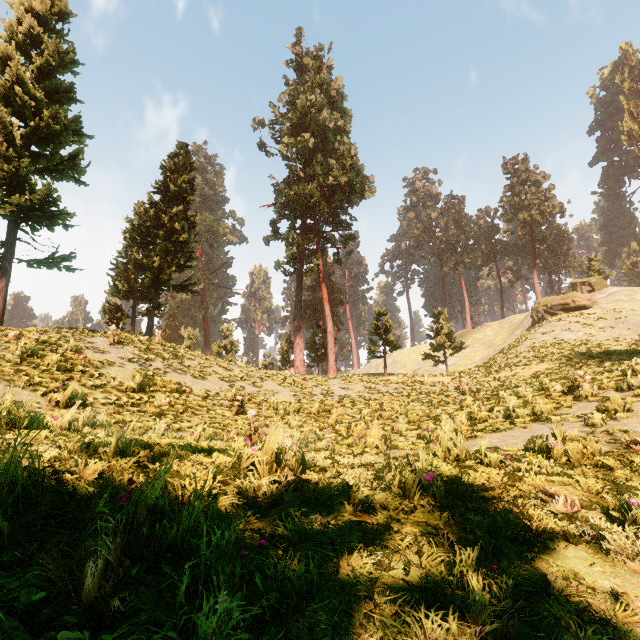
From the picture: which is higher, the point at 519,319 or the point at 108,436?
the point at 519,319

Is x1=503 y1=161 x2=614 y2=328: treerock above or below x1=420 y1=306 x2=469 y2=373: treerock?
above

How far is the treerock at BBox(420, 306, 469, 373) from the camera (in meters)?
36.00

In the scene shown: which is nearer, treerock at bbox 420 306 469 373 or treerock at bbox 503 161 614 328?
treerock at bbox 503 161 614 328

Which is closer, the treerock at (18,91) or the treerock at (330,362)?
the treerock at (18,91)

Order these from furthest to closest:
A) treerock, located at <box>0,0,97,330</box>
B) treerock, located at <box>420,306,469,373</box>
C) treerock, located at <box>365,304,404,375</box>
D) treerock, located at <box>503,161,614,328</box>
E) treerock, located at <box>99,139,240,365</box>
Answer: treerock, located at <box>420,306,469,373</box>, treerock, located at <box>503,161,614,328</box>, treerock, located at <box>365,304,404,375</box>, treerock, located at <box>99,139,240,365</box>, treerock, located at <box>0,0,97,330</box>

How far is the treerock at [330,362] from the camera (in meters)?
33.31
